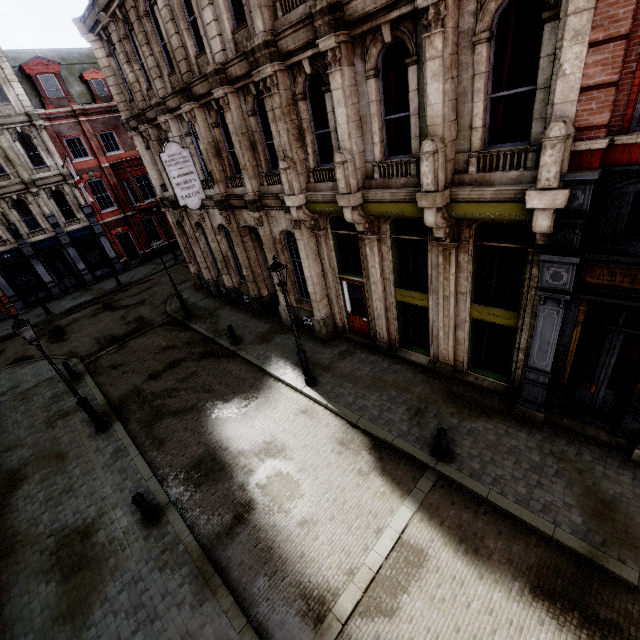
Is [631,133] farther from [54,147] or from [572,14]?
[54,147]

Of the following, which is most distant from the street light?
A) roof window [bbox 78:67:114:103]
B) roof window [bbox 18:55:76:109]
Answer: roof window [bbox 78:67:114:103]

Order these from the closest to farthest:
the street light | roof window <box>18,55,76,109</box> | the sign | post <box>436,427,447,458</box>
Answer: post <box>436,427,447,458</box>, the street light, the sign, roof window <box>18,55,76,109</box>

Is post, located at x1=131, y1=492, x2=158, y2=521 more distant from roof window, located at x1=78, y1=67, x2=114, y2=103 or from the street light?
roof window, located at x1=78, y1=67, x2=114, y2=103

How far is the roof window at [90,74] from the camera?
25.3 meters

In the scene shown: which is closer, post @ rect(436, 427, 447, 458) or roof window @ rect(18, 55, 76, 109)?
post @ rect(436, 427, 447, 458)

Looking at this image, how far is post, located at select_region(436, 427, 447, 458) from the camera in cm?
780

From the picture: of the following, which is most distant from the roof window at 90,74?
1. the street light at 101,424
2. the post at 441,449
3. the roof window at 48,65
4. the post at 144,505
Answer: the post at 441,449
